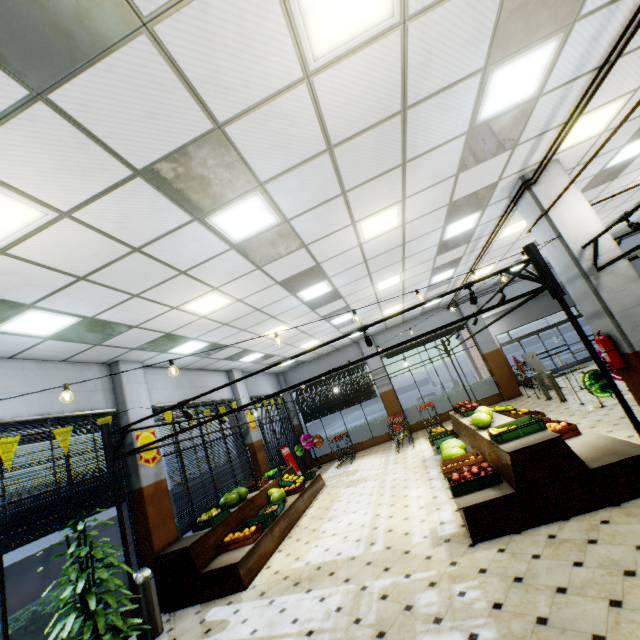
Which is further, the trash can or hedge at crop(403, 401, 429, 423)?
hedge at crop(403, 401, 429, 423)

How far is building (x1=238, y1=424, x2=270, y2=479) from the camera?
11.20m

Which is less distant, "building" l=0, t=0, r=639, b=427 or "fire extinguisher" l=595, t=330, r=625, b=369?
"building" l=0, t=0, r=639, b=427

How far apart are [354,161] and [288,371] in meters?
14.2

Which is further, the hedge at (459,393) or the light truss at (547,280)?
the hedge at (459,393)

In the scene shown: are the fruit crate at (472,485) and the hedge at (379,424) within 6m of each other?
no

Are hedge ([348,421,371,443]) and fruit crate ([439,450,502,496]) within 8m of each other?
no

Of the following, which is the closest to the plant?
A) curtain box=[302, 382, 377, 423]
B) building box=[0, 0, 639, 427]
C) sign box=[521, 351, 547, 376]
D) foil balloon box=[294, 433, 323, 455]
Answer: building box=[0, 0, 639, 427]
